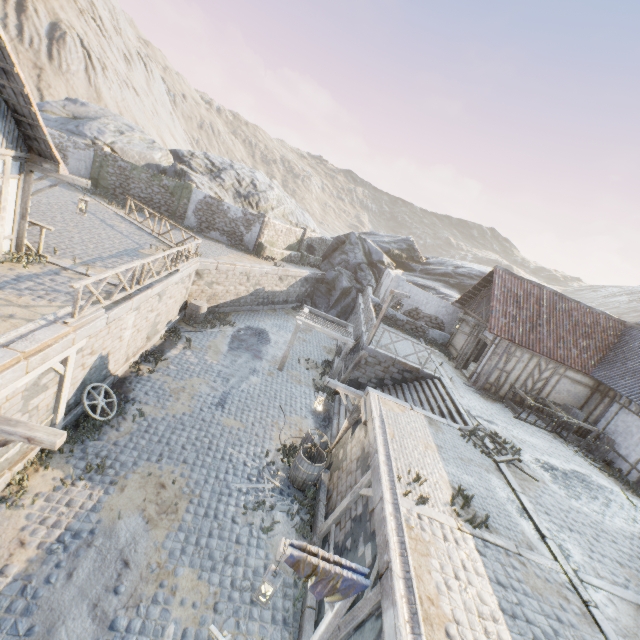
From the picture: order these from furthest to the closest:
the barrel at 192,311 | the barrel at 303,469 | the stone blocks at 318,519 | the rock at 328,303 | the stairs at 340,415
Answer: the rock at 328,303, the barrel at 192,311, the stairs at 340,415, the barrel at 303,469, the stone blocks at 318,519

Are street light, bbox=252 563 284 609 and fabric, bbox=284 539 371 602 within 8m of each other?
yes

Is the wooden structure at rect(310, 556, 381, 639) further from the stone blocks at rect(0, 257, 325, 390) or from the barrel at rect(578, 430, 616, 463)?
the barrel at rect(578, 430, 616, 463)

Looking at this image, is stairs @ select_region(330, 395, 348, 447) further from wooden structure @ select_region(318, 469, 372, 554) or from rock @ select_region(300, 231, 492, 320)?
rock @ select_region(300, 231, 492, 320)

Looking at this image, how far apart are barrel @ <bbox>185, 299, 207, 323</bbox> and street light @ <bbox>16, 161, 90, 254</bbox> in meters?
7.5 m

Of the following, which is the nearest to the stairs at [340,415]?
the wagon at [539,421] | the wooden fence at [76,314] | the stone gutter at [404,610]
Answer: the stone gutter at [404,610]

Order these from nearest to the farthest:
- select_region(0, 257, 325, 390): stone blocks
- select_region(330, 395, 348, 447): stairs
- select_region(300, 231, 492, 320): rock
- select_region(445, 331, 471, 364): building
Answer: select_region(0, 257, 325, 390): stone blocks
select_region(330, 395, 348, 447): stairs
select_region(445, 331, 471, 364): building
select_region(300, 231, 492, 320): rock

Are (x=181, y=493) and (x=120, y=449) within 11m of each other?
yes
